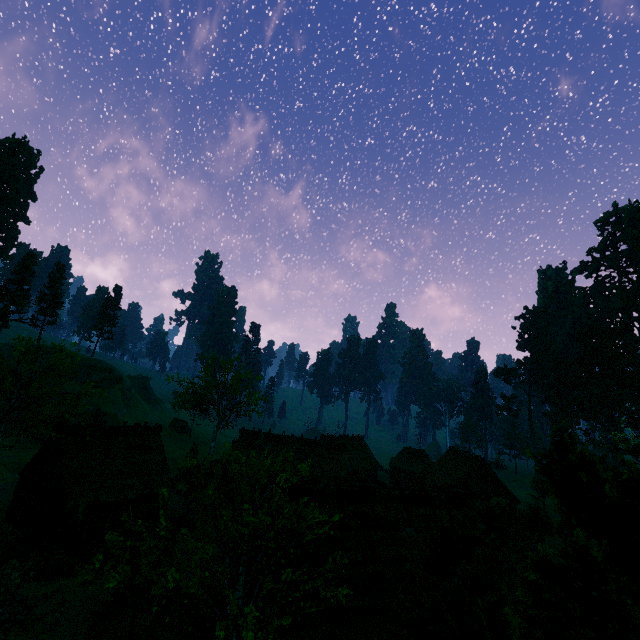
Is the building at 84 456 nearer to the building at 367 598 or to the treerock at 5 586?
the treerock at 5 586

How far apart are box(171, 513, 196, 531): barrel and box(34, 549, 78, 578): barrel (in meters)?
7.70

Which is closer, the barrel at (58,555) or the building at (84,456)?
the barrel at (58,555)

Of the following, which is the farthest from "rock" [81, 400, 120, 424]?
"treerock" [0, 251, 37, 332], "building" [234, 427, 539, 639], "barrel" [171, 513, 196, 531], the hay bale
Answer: the hay bale

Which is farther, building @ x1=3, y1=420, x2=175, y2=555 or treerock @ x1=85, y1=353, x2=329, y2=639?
building @ x1=3, y1=420, x2=175, y2=555

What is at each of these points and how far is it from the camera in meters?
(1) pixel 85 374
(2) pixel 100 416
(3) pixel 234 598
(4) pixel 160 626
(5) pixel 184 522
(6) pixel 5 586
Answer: (1) rock, 59.5
(2) rock, 53.3
(3) treerock, 11.3
(4) hay bale, 14.4
(5) barrel, 27.6
(6) treerock, 17.2

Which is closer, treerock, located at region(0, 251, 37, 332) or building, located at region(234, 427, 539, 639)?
building, located at region(234, 427, 539, 639)

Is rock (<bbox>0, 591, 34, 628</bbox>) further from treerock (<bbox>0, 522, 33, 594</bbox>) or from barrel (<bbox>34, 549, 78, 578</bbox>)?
treerock (<bbox>0, 522, 33, 594</bbox>)
